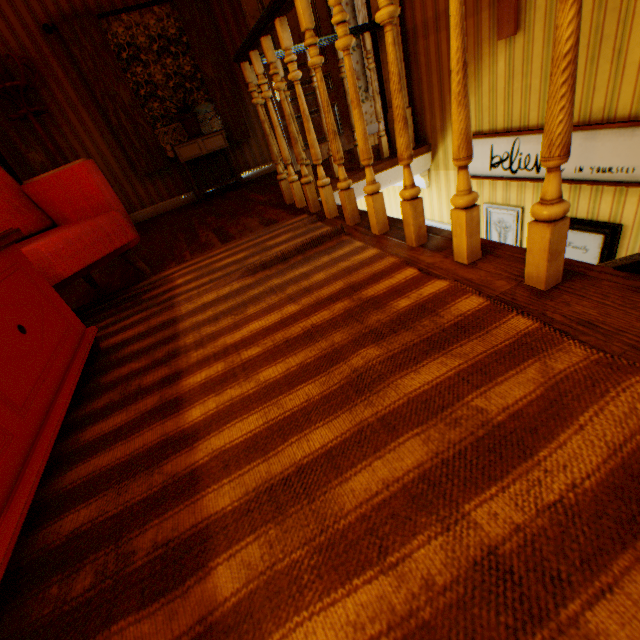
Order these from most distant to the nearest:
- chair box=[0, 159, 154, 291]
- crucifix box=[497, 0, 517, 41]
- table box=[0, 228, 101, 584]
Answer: crucifix box=[497, 0, 517, 41]
chair box=[0, 159, 154, 291]
table box=[0, 228, 101, 584]

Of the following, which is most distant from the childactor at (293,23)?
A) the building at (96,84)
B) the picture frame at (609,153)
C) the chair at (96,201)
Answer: the chair at (96,201)

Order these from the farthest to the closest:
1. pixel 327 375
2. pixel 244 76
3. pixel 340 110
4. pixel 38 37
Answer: pixel 340 110, pixel 38 37, pixel 244 76, pixel 327 375

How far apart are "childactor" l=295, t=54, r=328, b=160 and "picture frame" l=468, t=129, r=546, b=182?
2.46m

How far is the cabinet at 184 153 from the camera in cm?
482

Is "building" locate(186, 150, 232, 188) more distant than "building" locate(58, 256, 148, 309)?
Yes

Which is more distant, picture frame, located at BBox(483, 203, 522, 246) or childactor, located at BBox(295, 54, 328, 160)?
childactor, located at BBox(295, 54, 328, 160)

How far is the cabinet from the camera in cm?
482
